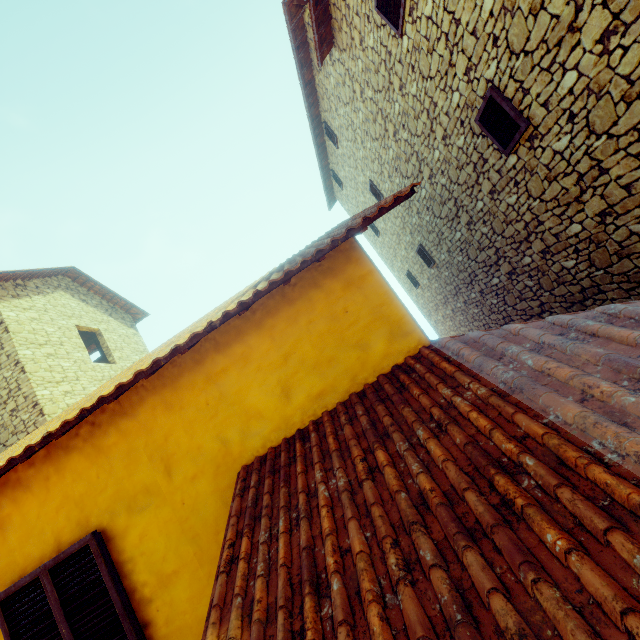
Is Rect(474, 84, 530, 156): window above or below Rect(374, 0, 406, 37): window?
below

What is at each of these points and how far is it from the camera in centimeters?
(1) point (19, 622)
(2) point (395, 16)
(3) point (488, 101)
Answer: (1) window, 282cm
(2) window, 477cm
(3) window, 417cm

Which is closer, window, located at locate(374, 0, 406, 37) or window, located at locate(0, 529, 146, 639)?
window, located at locate(0, 529, 146, 639)

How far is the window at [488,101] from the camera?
3.9m

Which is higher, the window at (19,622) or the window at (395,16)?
the window at (395,16)

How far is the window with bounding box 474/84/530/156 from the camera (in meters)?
3.93
